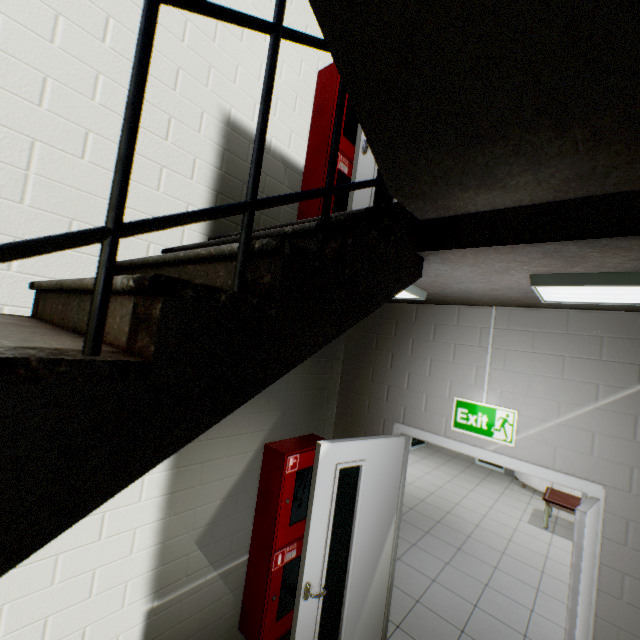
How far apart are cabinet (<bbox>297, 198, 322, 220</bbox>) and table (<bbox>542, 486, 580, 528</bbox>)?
6.2 meters

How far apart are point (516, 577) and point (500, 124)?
5.8m

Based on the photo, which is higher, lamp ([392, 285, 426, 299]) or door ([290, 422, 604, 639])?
lamp ([392, 285, 426, 299])

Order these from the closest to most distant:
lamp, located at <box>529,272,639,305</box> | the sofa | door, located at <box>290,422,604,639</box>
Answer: lamp, located at <box>529,272,639,305</box>
door, located at <box>290,422,604,639</box>
the sofa

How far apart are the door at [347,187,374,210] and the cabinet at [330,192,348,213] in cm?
28

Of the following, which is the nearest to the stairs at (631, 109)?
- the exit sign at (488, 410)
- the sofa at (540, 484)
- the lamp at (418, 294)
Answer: the lamp at (418, 294)

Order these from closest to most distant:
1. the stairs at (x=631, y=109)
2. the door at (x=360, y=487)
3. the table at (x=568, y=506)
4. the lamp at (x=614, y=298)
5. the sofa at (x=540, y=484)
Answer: the stairs at (x=631, y=109)
the lamp at (x=614, y=298)
the door at (x=360, y=487)
the table at (x=568, y=506)
the sofa at (x=540, y=484)

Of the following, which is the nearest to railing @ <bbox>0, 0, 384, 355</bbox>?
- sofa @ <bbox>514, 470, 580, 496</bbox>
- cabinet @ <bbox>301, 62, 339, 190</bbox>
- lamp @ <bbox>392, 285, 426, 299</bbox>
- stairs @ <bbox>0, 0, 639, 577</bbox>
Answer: stairs @ <bbox>0, 0, 639, 577</bbox>
